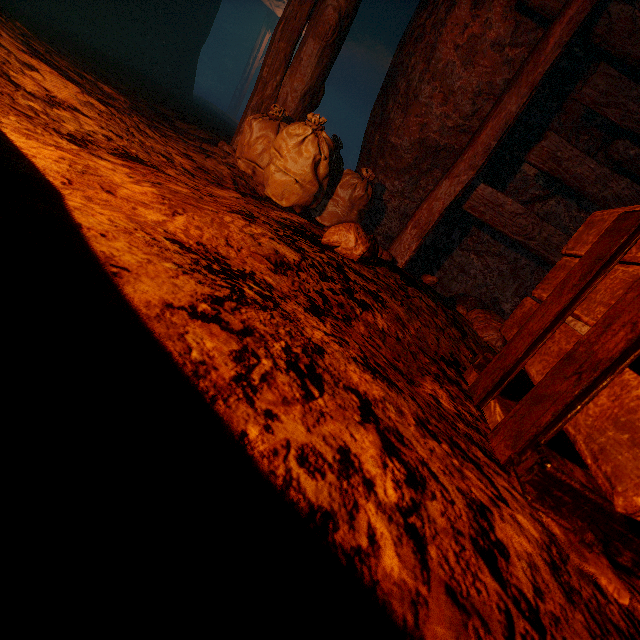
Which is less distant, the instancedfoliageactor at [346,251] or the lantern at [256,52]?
the instancedfoliageactor at [346,251]

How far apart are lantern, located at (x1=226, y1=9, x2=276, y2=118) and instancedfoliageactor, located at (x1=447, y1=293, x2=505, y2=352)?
17.13m

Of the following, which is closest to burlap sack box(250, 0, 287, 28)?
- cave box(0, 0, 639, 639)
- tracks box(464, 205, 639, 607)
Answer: cave box(0, 0, 639, 639)

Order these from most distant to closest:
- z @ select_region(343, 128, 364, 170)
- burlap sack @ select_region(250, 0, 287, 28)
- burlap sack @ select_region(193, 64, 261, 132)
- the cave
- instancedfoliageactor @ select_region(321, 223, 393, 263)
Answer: z @ select_region(343, 128, 364, 170), burlap sack @ select_region(250, 0, 287, 28), burlap sack @ select_region(193, 64, 261, 132), instancedfoliageactor @ select_region(321, 223, 393, 263), the cave

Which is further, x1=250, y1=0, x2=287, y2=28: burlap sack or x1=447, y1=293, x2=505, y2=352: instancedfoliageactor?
x1=250, y1=0, x2=287, y2=28: burlap sack

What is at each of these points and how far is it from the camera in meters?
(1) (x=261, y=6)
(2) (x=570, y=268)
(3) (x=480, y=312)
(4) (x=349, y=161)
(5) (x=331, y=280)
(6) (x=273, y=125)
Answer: (1) burlap sack, 16.4
(2) tracks, 1.2
(3) instancedfoliageactor, 2.3
(4) z, 27.3
(5) cave, 1.5
(6) burlap sack, 2.7

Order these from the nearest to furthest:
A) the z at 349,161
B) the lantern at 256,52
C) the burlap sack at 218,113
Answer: the burlap sack at 218,113
the lantern at 256,52
the z at 349,161

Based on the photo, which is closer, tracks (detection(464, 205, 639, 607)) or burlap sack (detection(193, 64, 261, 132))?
tracks (detection(464, 205, 639, 607))
